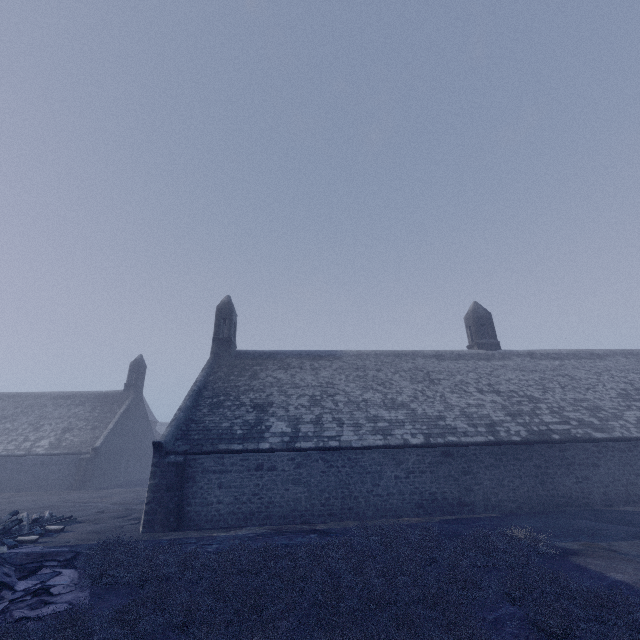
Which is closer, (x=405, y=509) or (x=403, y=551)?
(x=403, y=551)
